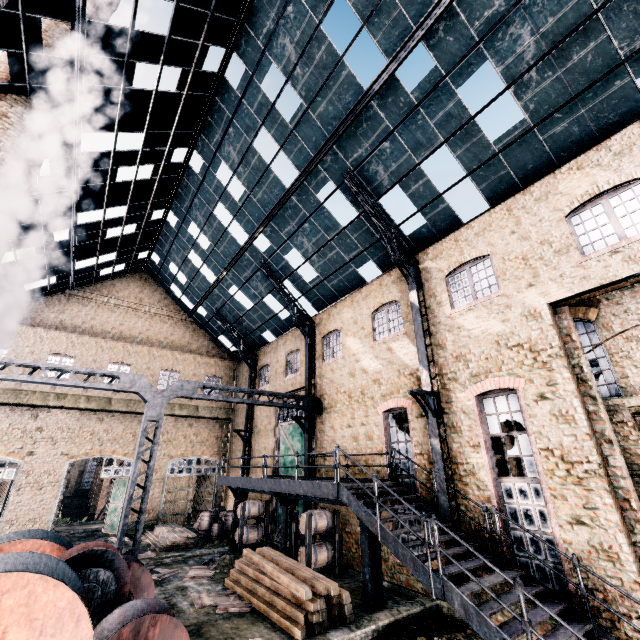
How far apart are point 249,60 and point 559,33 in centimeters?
1155cm

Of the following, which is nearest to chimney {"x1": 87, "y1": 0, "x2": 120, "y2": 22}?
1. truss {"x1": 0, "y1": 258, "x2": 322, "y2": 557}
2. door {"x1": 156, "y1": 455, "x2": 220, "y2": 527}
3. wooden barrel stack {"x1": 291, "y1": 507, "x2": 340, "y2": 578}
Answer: truss {"x1": 0, "y1": 258, "x2": 322, "y2": 557}

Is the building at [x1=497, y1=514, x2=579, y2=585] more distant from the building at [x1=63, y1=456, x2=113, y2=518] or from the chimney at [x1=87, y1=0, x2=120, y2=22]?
the chimney at [x1=87, y1=0, x2=120, y2=22]

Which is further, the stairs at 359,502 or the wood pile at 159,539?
the wood pile at 159,539

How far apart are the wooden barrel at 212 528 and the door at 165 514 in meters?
4.3 m

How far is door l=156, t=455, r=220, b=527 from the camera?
24.6m

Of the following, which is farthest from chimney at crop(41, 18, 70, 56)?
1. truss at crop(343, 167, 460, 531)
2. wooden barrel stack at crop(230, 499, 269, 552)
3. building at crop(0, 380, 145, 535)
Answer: wooden barrel stack at crop(230, 499, 269, 552)

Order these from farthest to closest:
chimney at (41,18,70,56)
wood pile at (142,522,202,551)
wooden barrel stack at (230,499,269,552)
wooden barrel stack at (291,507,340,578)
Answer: wood pile at (142,522,202,551), wooden barrel stack at (230,499,269,552), wooden barrel stack at (291,507,340,578), chimney at (41,18,70,56)
